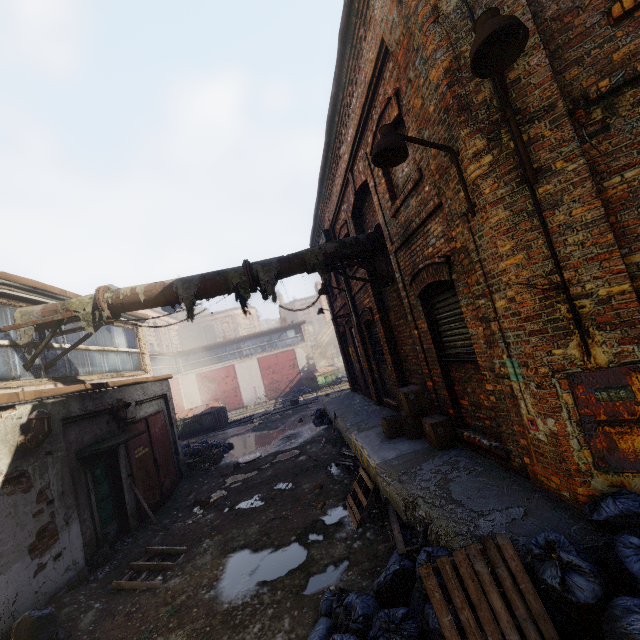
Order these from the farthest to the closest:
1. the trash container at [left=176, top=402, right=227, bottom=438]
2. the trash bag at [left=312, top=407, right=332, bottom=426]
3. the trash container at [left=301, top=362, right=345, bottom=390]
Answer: the trash container at [left=301, top=362, right=345, bottom=390] < the trash container at [left=176, top=402, right=227, bottom=438] < the trash bag at [left=312, top=407, right=332, bottom=426]

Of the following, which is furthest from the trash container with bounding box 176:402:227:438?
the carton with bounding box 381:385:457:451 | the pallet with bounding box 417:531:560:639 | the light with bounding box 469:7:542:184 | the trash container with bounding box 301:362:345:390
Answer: the light with bounding box 469:7:542:184

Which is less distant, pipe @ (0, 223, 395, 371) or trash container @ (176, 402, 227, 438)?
pipe @ (0, 223, 395, 371)

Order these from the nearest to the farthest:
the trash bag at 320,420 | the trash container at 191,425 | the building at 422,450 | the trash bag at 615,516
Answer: the trash bag at 615,516
the building at 422,450
the trash bag at 320,420
the trash container at 191,425

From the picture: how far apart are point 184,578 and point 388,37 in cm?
932

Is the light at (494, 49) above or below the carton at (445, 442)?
above

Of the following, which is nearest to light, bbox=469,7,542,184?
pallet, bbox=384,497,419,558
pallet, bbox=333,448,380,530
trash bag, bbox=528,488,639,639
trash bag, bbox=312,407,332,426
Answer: trash bag, bbox=528,488,639,639

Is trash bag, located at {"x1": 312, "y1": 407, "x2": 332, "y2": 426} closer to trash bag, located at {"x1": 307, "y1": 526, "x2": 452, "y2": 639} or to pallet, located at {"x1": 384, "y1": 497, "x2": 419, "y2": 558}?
pallet, located at {"x1": 384, "y1": 497, "x2": 419, "y2": 558}
